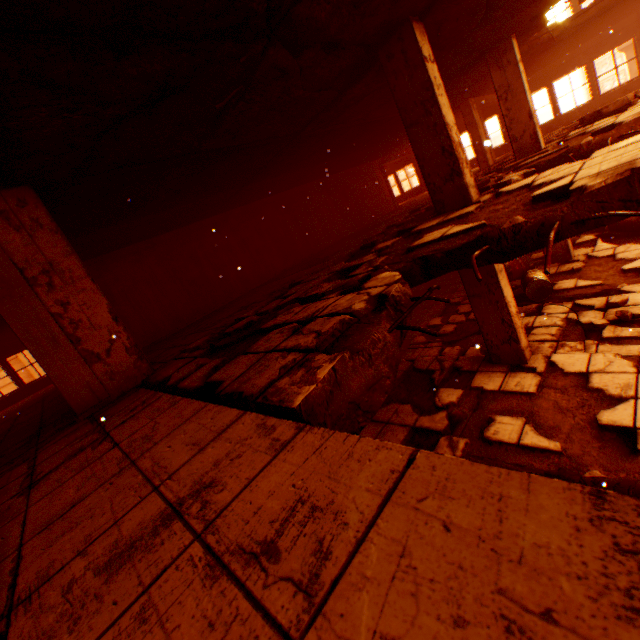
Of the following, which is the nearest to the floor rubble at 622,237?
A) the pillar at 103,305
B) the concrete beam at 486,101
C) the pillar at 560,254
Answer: the pillar at 103,305

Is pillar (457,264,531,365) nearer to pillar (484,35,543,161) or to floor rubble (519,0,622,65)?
floor rubble (519,0,622,65)

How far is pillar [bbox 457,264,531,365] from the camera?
5.42m

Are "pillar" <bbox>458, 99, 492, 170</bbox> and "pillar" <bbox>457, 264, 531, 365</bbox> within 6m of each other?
no

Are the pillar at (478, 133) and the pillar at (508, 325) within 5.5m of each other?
no

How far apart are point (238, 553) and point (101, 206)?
Answer: 6.1m

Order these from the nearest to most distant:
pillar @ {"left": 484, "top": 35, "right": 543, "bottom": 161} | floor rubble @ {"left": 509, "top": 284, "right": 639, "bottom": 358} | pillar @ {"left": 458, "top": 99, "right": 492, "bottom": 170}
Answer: floor rubble @ {"left": 509, "top": 284, "right": 639, "bottom": 358} < pillar @ {"left": 484, "top": 35, "right": 543, "bottom": 161} < pillar @ {"left": 458, "top": 99, "right": 492, "bottom": 170}

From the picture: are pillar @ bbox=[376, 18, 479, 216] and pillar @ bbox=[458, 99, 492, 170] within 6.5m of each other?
no
